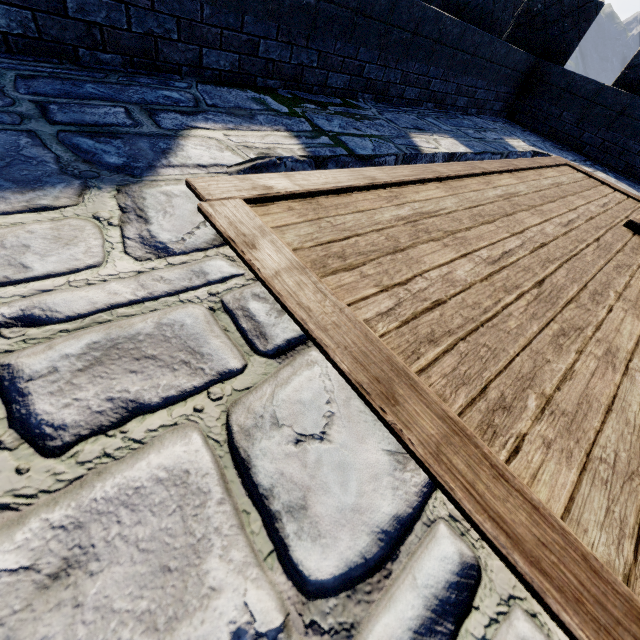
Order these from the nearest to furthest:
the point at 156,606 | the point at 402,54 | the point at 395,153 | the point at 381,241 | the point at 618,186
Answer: the point at 156,606
the point at 381,241
the point at 395,153
the point at 402,54
the point at 618,186
